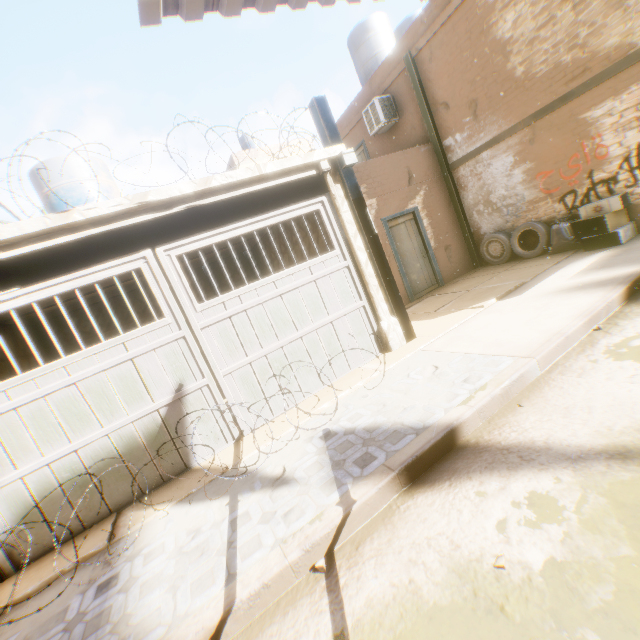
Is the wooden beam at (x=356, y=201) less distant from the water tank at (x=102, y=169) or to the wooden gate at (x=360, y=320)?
the wooden gate at (x=360, y=320)

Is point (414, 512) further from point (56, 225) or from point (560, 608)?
point (56, 225)

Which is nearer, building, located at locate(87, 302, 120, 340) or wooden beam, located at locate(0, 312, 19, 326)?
wooden beam, located at locate(0, 312, 19, 326)

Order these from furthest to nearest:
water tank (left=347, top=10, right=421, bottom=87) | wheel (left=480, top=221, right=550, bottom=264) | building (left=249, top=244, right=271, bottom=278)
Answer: water tank (left=347, top=10, right=421, bottom=87) → building (left=249, top=244, right=271, bottom=278) → wheel (left=480, top=221, right=550, bottom=264)

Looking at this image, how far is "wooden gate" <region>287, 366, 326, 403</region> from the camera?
5.25m

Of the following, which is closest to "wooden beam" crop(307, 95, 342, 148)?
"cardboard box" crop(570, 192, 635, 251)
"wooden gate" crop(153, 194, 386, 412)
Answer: "wooden gate" crop(153, 194, 386, 412)

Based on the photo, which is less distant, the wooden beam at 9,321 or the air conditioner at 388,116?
the wooden beam at 9,321

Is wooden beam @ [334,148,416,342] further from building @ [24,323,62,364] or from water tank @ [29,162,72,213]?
water tank @ [29,162,72,213]
